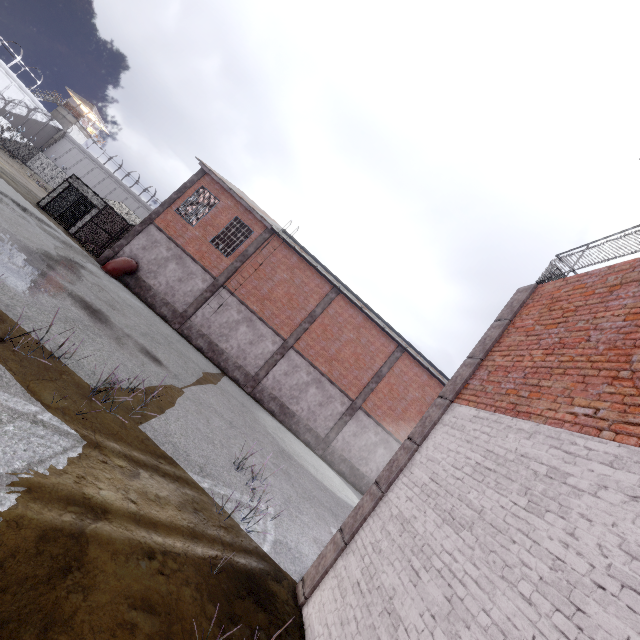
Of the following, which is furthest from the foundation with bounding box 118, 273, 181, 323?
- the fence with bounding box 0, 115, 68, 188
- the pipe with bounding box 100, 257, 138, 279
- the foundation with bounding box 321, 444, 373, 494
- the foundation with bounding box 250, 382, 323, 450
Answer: the fence with bounding box 0, 115, 68, 188

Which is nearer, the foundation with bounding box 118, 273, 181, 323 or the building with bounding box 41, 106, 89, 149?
the foundation with bounding box 118, 273, 181, 323

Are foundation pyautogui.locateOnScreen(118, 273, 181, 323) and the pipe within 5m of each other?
yes

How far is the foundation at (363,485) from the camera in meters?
20.4

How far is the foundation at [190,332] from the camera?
20.0 meters

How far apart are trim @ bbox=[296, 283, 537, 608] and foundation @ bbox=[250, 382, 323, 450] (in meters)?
14.82

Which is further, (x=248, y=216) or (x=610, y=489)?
(x=248, y=216)

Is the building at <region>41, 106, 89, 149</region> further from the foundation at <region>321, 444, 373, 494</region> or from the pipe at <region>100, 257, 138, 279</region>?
the foundation at <region>321, 444, 373, 494</region>
